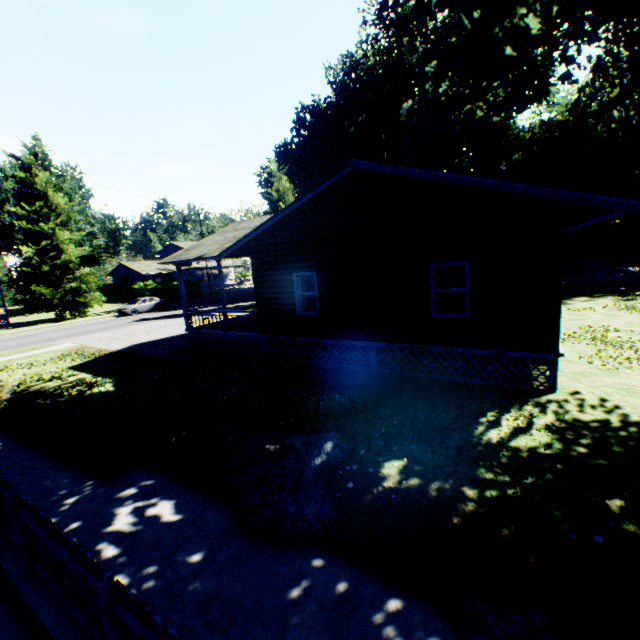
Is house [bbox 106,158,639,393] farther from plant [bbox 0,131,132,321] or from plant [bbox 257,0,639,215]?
plant [bbox 0,131,132,321]

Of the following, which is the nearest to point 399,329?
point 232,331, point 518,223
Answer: point 518,223

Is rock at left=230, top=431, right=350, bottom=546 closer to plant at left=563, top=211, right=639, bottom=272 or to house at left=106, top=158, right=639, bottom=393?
house at left=106, top=158, right=639, bottom=393

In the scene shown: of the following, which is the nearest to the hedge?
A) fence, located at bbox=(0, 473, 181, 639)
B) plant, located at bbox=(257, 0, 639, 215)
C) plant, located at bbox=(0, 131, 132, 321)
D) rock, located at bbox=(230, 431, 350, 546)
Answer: plant, located at bbox=(0, 131, 132, 321)

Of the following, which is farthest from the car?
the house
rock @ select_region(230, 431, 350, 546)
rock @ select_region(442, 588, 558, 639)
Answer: rock @ select_region(442, 588, 558, 639)

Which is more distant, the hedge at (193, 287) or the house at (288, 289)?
the hedge at (193, 287)

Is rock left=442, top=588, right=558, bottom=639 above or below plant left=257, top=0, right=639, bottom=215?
below

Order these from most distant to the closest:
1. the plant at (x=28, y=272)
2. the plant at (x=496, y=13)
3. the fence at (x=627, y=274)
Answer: the plant at (x=28, y=272) < the fence at (x=627, y=274) < the plant at (x=496, y=13)
